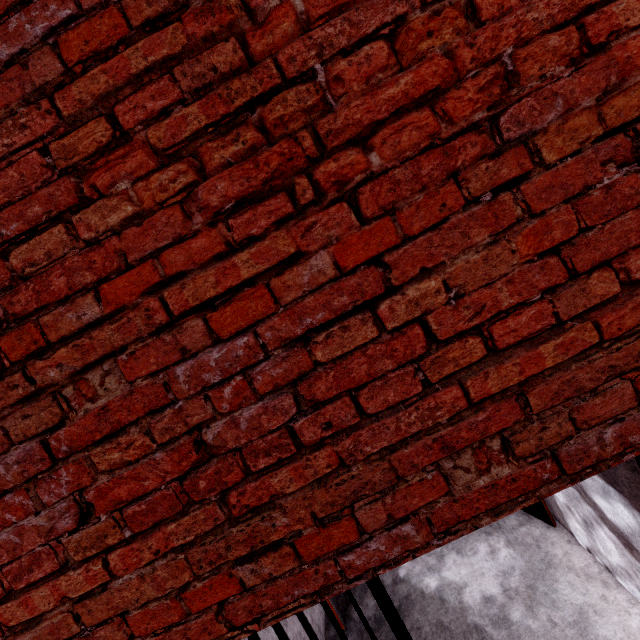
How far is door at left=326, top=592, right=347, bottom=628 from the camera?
3.4m

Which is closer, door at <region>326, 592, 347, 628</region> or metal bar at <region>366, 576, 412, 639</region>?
metal bar at <region>366, 576, 412, 639</region>

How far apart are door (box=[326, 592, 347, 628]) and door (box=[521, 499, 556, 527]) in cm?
197

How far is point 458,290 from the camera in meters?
1.0

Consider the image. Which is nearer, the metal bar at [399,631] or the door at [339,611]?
the metal bar at [399,631]

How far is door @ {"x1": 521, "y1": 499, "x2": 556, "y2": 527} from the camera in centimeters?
335cm

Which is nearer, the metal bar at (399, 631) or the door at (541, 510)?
the metal bar at (399, 631)

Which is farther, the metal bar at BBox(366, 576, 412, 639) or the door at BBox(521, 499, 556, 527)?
the door at BBox(521, 499, 556, 527)
